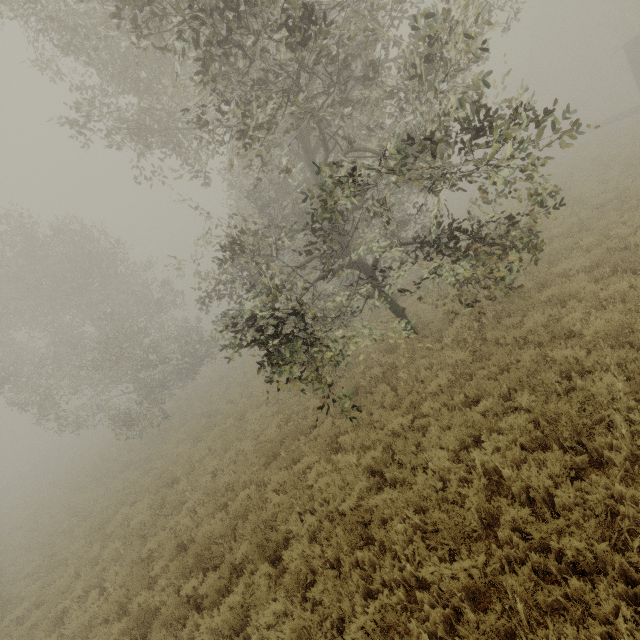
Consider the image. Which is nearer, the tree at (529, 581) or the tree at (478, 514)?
the tree at (529, 581)

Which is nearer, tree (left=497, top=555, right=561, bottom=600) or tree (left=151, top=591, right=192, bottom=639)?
tree (left=497, top=555, right=561, bottom=600)

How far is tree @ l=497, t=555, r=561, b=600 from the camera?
3.7m

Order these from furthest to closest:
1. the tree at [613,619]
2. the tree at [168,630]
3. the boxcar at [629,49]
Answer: the boxcar at [629,49] → the tree at [168,630] → the tree at [613,619]

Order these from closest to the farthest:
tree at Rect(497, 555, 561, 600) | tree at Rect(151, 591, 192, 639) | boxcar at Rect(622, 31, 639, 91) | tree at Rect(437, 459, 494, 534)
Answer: tree at Rect(497, 555, 561, 600)
tree at Rect(437, 459, 494, 534)
tree at Rect(151, 591, 192, 639)
boxcar at Rect(622, 31, 639, 91)

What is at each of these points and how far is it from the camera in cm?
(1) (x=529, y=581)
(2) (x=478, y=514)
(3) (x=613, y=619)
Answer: (1) tree, 391
(2) tree, 496
(3) tree, 331
